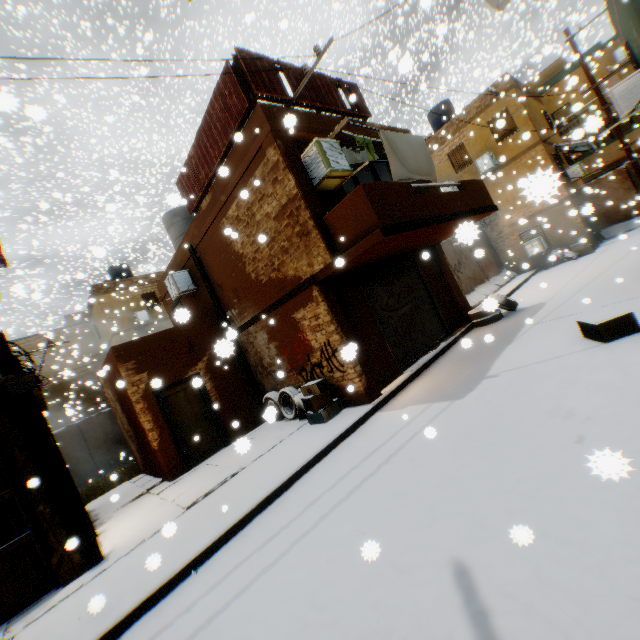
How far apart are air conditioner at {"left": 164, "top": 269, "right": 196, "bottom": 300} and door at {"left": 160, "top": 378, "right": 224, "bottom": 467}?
2.38m

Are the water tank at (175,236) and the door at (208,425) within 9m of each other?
yes

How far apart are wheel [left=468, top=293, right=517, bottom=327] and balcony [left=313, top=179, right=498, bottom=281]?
0.66m

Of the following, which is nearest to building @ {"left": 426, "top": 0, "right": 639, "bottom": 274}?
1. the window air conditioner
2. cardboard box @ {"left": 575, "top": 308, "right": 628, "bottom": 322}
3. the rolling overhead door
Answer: the rolling overhead door

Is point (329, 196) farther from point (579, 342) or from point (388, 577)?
point (388, 577)

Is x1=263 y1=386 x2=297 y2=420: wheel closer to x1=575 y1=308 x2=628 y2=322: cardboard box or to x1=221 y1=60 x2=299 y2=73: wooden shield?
x1=221 y1=60 x2=299 y2=73: wooden shield

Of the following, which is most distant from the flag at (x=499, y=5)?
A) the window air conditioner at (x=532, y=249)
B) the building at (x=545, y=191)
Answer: the window air conditioner at (x=532, y=249)

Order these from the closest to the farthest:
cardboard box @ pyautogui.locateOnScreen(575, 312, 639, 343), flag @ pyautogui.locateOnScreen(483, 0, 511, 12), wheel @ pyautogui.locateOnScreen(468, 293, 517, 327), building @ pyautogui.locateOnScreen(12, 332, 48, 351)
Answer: flag @ pyautogui.locateOnScreen(483, 0, 511, 12), wheel @ pyautogui.locateOnScreen(468, 293, 517, 327), cardboard box @ pyautogui.locateOnScreen(575, 312, 639, 343), building @ pyautogui.locateOnScreen(12, 332, 48, 351)
